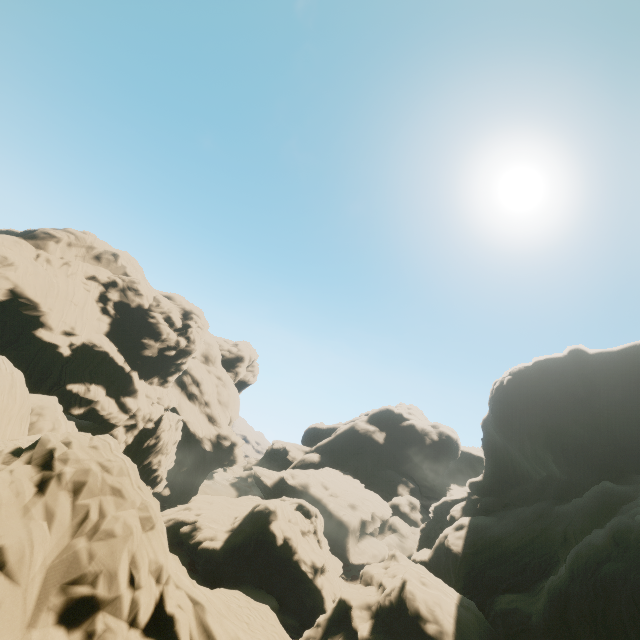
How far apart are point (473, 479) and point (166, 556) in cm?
5780
